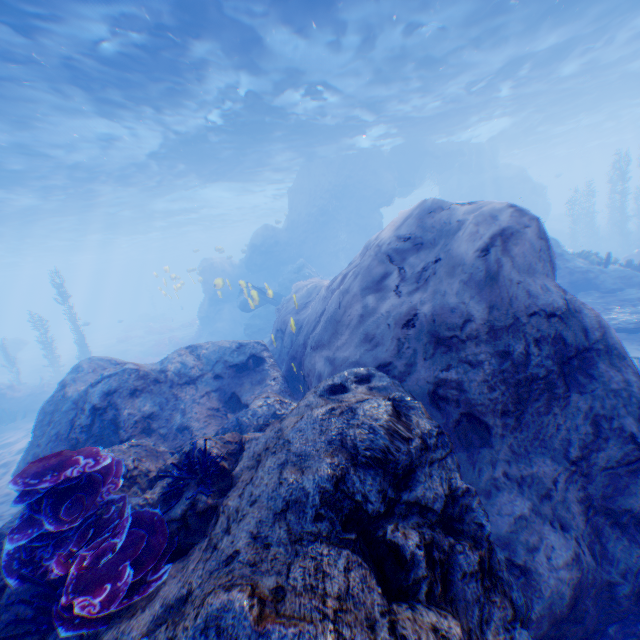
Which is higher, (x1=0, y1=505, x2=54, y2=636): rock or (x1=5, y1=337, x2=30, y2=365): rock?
(x1=0, y1=505, x2=54, y2=636): rock

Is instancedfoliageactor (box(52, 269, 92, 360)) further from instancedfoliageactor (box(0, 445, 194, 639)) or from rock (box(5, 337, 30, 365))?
instancedfoliageactor (box(0, 445, 194, 639))

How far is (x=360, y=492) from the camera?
2.19m

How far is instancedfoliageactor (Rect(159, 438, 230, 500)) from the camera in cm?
294

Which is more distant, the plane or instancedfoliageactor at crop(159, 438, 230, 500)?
the plane

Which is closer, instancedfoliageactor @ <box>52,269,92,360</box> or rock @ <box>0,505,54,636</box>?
rock @ <box>0,505,54,636</box>

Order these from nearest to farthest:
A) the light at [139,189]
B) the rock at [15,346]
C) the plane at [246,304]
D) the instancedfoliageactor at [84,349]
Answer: the light at [139,189] → the plane at [246,304] → the instancedfoliageactor at [84,349] → the rock at [15,346]

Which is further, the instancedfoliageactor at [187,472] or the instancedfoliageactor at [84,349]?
the instancedfoliageactor at [84,349]
